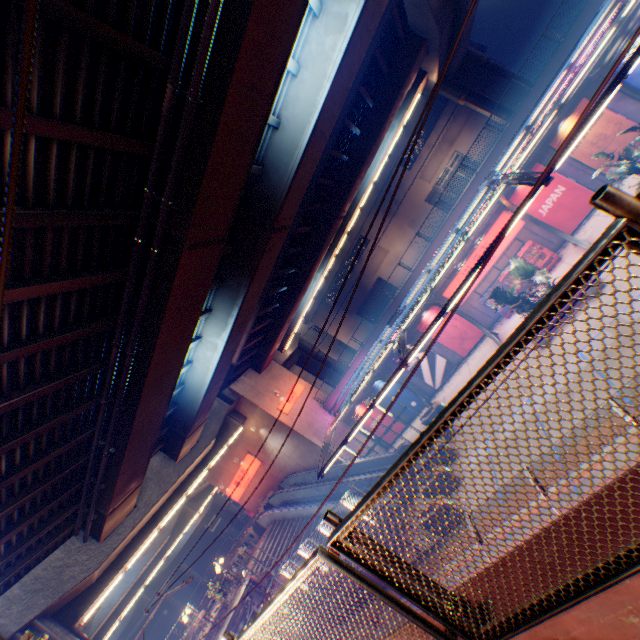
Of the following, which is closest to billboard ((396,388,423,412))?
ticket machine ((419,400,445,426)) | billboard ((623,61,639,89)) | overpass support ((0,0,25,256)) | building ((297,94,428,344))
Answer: ticket machine ((419,400,445,426))

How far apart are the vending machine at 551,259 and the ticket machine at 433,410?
10.7 meters

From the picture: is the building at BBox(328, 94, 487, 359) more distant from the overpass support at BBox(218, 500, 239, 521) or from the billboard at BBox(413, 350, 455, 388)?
the billboard at BBox(413, 350, 455, 388)

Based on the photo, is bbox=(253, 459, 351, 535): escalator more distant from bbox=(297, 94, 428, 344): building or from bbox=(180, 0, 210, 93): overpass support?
bbox=(297, 94, 428, 344): building

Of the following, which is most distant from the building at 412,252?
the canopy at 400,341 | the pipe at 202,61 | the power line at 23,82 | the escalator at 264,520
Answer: the power line at 23,82

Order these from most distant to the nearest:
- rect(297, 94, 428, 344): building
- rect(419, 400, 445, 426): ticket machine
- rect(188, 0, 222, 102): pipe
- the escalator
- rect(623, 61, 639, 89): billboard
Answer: rect(297, 94, 428, 344): building, the escalator, rect(419, 400, 445, 426): ticket machine, rect(623, 61, 639, 89): billboard, rect(188, 0, 222, 102): pipe

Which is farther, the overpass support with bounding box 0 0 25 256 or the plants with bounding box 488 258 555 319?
the plants with bounding box 488 258 555 319

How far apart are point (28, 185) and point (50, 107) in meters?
1.5 m
